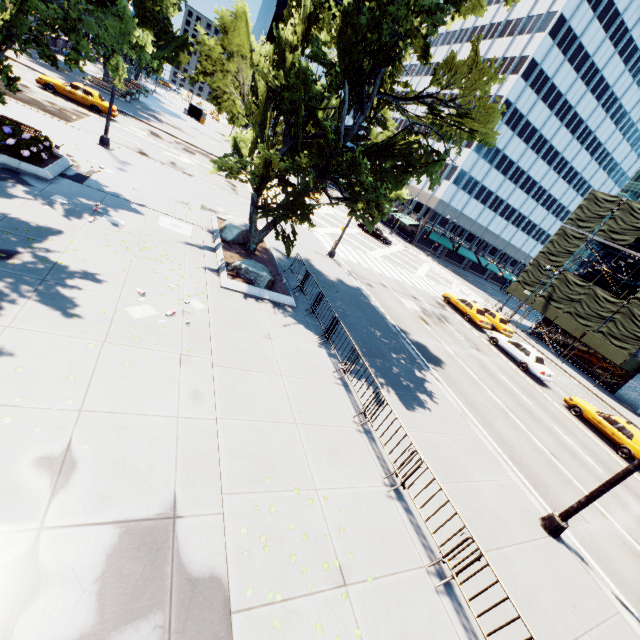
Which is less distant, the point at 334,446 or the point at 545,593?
the point at 545,593

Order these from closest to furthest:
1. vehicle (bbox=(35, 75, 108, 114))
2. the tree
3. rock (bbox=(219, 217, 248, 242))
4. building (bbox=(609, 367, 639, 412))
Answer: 1. the tree
2. rock (bbox=(219, 217, 248, 242))
3. vehicle (bbox=(35, 75, 108, 114))
4. building (bbox=(609, 367, 639, 412))

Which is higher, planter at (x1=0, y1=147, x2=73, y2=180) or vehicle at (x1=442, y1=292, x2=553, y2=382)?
vehicle at (x1=442, y1=292, x2=553, y2=382)

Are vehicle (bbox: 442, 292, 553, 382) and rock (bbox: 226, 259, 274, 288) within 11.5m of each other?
no

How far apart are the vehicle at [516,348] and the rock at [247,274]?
19.2m

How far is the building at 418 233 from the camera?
58.1m

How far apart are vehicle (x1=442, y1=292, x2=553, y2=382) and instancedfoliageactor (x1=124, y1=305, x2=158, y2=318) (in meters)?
23.83

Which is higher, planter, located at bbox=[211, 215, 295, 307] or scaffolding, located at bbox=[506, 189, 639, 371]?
scaffolding, located at bbox=[506, 189, 639, 371]
